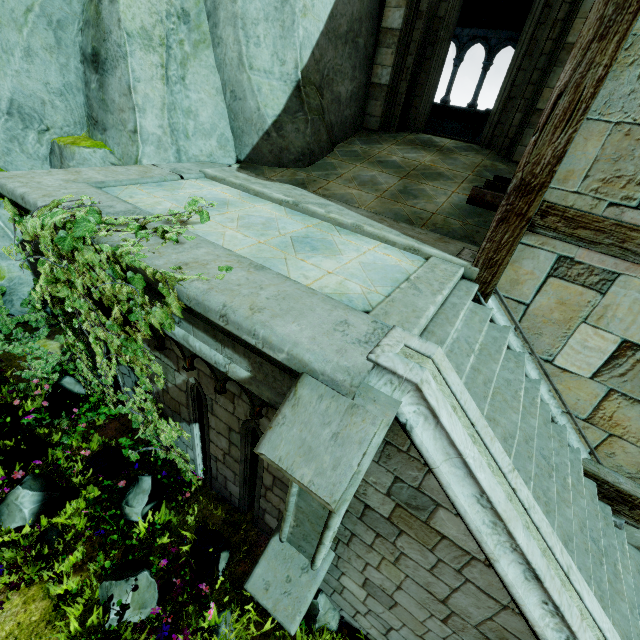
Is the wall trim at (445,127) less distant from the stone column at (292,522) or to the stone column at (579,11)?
the stone column at (579,11)

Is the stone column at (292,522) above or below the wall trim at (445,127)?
below

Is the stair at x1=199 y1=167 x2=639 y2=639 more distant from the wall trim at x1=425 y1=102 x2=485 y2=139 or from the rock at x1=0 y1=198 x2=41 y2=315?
the wall trim at x1=425 y1=102 x2=485 y2=139

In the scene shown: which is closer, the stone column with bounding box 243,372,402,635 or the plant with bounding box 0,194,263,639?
the stone column with bounding box 243,372,402,635

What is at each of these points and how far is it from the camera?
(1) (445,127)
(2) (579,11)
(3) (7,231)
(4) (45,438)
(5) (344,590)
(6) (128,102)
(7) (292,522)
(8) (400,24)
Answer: (1) wall trim, 11.7 meters
(2) stone column, 5.6 meters
(3) rock, 6.1 meters
(4) plant, 4.8 meters
(5) stair, 3.6 meters
(6) rock, 5.4 meters
(7) stone column, 3.2 meters
(8) stone column, 7.0 meters

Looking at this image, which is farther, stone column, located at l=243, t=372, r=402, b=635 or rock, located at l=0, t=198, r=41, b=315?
rock, located at l=0, t=198, r=41, b=315

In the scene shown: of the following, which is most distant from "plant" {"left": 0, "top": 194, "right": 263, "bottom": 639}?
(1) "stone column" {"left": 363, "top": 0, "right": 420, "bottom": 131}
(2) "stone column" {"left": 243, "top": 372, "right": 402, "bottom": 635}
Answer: (1) "stone column" {"left": 363, "top": 0, "right": 420, "bottom": 131}

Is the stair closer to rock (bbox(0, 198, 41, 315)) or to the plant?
rock (bbox(0, 198, 41, 315))
